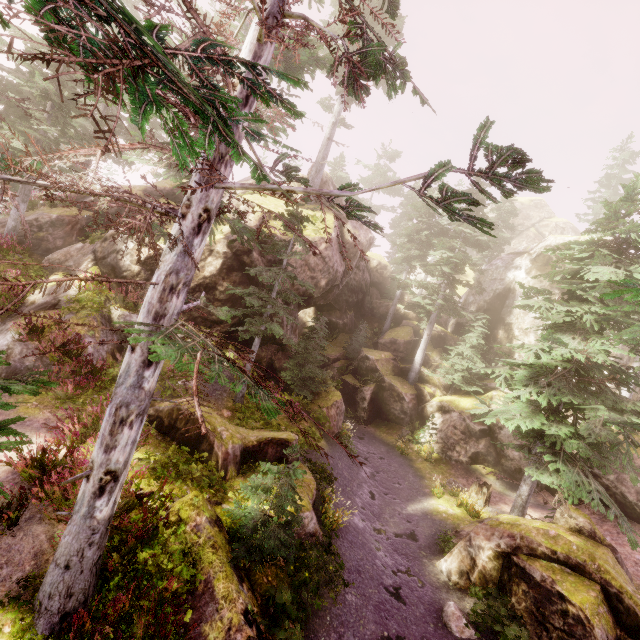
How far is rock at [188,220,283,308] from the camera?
15.9 meters

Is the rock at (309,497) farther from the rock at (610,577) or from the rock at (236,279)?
the rock at (610,577)

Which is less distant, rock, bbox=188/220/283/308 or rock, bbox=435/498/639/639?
rock, bbox=435/498/639/639

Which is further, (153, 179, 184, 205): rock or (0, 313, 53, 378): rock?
(153, 179, 184, 205): rock

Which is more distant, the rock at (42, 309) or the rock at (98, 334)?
the rock at (42, 309)

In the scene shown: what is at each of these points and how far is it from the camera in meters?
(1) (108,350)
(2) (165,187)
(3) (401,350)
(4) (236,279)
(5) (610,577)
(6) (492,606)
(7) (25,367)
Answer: (1) rock, 13.7 m
(2) rock, 22.2 m
(3) rock, 30.1 m
(4) rock, 16.4 m
(5) rock, 8.9 m
(6) instancedfoliageactor, 9.3 m
(7) rock, 11.3 m
